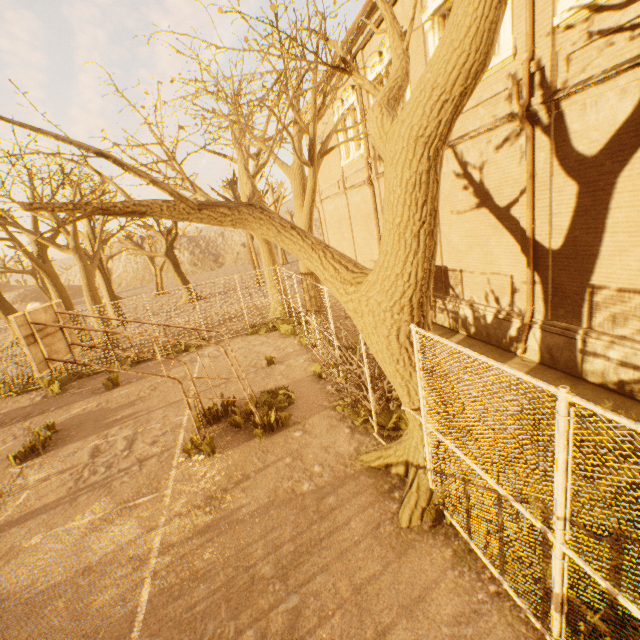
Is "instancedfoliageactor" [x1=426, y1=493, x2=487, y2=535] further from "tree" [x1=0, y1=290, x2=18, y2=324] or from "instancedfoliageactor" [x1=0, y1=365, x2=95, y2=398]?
"instancedfoliageactor" [x1=0, y1=365, x2=95, y2=398]

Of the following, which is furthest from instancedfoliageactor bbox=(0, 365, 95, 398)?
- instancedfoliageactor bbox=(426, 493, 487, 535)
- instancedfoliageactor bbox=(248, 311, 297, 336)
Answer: instancedfoliageactor bbox=(426, 493, 487, 535)

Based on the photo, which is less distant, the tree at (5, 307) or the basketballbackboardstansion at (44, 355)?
the basketballbackboardstansion at (44, 355)

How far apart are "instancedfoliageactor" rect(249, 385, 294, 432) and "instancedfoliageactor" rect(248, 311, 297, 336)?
4.8m

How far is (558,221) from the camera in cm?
708

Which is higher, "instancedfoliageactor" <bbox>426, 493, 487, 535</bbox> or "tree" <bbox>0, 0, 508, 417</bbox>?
"tree" <bbox>0, 0, 508, 417</bbox>

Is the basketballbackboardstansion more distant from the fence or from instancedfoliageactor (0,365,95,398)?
instancedfoliageactor (0,365,95,398)

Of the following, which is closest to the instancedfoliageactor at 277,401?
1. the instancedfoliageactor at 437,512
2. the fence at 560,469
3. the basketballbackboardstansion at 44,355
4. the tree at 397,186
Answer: the basketballbackboardstansion at 44,355
